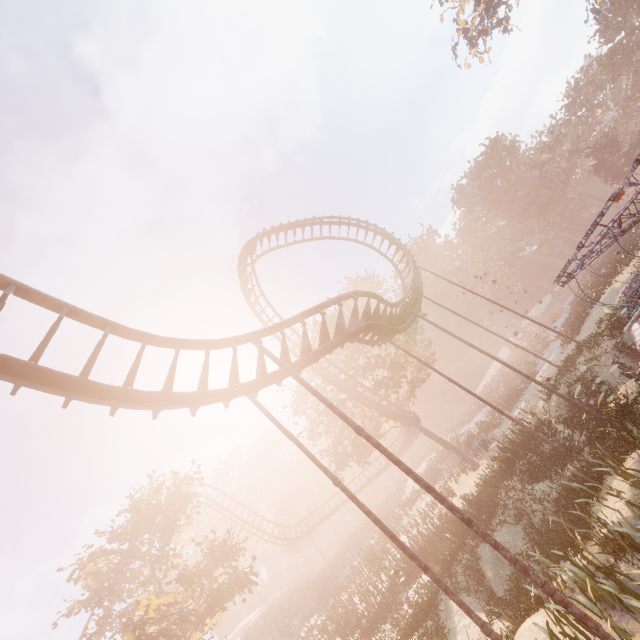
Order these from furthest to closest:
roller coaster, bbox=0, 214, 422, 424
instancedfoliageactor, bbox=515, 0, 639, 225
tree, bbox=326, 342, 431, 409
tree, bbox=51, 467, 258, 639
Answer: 1. instancedfoliageactor, bbox=515, 0, 639, 225
2. tree, bbox=326, 342, 431, 409
3. tree, bbox=51, 467, 258, 639
4. roller coaster, bbox=0, 214, 422, 424

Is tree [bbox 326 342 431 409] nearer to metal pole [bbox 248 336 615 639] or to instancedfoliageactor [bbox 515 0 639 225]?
instancedfoliageactor [bbox 515 0 639 225]

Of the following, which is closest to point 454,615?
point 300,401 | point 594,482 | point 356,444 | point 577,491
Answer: point 577,491

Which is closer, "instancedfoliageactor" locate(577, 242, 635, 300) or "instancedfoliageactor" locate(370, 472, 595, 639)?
"instancedfoliageactor" locate(370, 472, 595, 639)

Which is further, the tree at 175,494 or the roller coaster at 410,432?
the roller coaster at 410,432

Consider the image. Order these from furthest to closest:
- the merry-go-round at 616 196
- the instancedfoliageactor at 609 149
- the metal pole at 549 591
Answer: the instancedfoliageactor at 609 149 < the merry-go-round at 616 196 < the metal pole at 549 591

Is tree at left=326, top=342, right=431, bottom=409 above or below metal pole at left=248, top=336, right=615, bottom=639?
above

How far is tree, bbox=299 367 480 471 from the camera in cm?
2570
